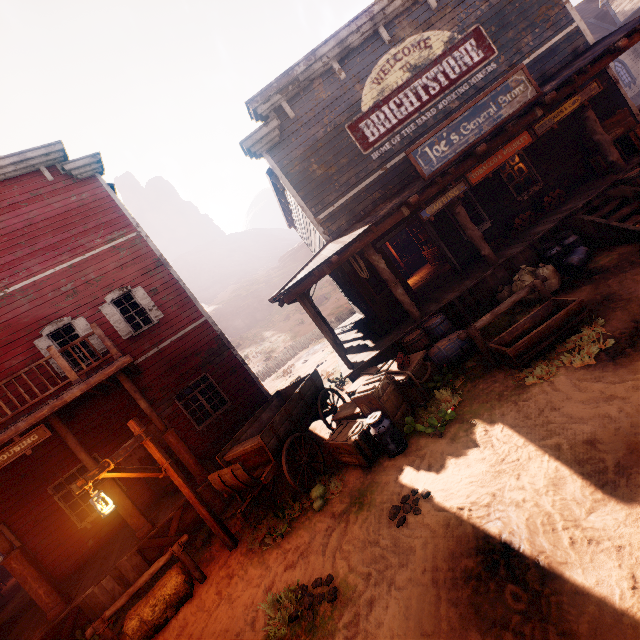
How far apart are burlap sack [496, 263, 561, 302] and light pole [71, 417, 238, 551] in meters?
8.0 m

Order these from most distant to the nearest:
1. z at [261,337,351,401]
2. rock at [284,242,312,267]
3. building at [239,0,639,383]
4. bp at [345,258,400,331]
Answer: rock at [284,242,312,267], z at [261,337,351,401], bp at [345,258,400,331], building at [239,0,639,383]

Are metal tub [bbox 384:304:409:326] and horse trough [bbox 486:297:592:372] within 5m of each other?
yes

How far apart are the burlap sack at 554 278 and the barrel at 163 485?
10.13m

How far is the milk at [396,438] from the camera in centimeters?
571cm

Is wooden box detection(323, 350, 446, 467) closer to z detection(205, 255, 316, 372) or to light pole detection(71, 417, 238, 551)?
light pole detection(71, 417, 238, 551)

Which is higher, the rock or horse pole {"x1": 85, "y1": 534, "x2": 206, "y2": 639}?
the rock

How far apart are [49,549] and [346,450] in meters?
9.5
